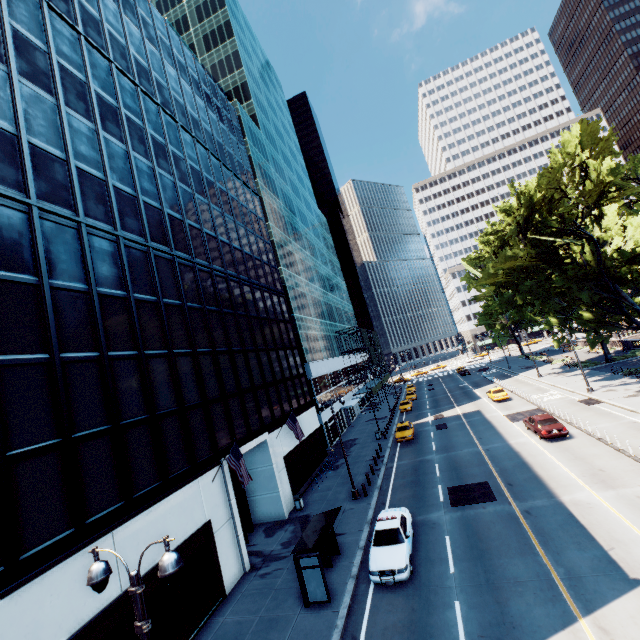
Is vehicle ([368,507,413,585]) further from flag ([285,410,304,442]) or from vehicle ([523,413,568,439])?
vehicle ([523,413,568,439])

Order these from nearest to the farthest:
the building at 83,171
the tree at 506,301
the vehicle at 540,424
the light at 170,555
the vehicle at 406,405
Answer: the light at 170,555, the building at 83,171, the vehicle at 540,424, the tree at 506,301, the vehicle at 406,405

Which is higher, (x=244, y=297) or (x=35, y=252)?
(x=244, y=297)

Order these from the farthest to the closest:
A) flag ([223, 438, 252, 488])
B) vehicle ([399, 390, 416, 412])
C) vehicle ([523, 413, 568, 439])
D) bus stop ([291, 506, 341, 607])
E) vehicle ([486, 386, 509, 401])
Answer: vehicle ([399, 390, 416, 412]) → vehicle ([486, 386, 509, 401]) → vehicle ([523, 413, 568, 439]) → flag ([223, 438, 252, 488]) → bus stop ([291, 506, 341, 607])

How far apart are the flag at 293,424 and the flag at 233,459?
7.97m

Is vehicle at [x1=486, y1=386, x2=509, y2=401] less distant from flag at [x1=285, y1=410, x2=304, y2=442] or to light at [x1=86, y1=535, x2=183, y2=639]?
light at [x1=86, y1=535, x2=183, y2=639]

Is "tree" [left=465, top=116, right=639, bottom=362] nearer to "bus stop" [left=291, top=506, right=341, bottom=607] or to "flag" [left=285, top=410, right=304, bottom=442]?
"bus stop" [left=291, top=506, right=341, bottom=607]

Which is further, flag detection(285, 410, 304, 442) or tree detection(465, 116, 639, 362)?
tree detection(465, 116, 639, 362)
